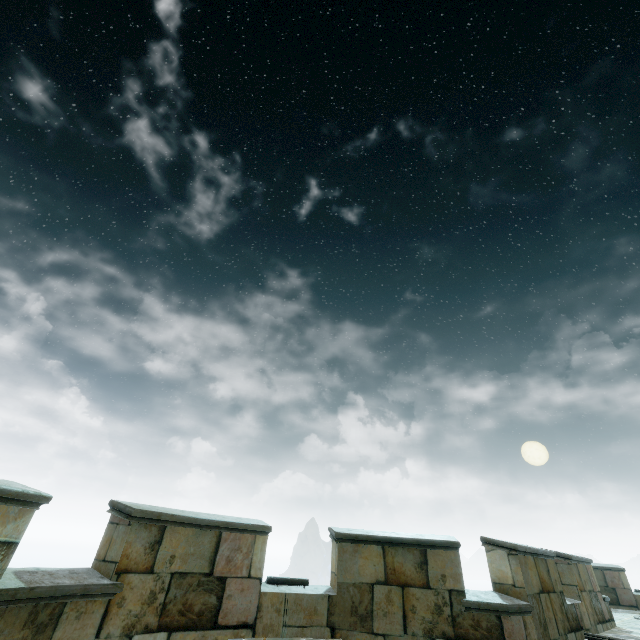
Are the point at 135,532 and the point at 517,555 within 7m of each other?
yes
